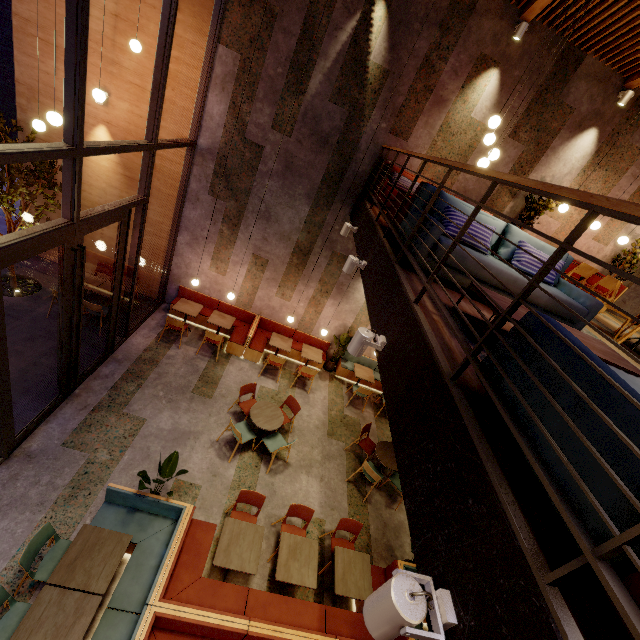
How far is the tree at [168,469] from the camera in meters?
4.9

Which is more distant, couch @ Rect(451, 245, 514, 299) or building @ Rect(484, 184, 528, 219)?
building @ Rect(484, 184, 528, 219)

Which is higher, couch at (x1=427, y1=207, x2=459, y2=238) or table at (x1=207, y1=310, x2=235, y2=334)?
couch at (x1=427, y1=207, x2=459, y2=238)

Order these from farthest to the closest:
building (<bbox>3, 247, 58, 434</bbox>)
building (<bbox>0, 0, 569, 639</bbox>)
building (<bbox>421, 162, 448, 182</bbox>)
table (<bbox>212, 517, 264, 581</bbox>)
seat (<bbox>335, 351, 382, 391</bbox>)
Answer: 1. seat (<bbox>335, 351, 382, 391</bbox>)
2. building (<bbox>421, 162, 448, 182</bbox>)
3. building (<bbox>3, 247, 58, 434</bbox>)
4. table (<bbox>212, 517, 264, 581</bbox>)
5. building (<bbox>0, 0, 569, 639</bbox>)

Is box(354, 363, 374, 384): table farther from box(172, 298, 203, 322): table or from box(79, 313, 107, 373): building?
box(172, 298, 203, 322): table

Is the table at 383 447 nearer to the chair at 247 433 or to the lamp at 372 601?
the chair at 247 433

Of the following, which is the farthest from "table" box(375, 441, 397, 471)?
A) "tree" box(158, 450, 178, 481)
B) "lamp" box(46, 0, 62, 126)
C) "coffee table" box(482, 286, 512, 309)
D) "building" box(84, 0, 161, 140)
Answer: "lamp" box(46, 0, 62, 126)

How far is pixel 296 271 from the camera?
9.1m
